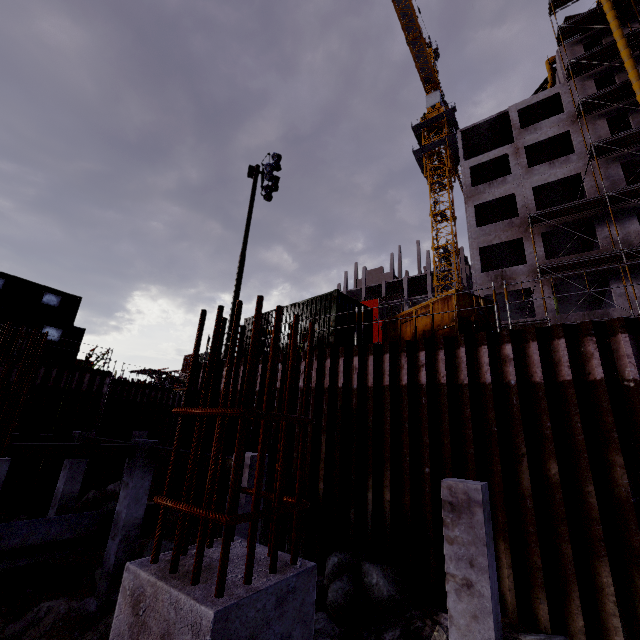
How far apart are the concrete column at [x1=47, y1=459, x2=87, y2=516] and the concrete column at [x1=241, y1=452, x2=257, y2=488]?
9.3m

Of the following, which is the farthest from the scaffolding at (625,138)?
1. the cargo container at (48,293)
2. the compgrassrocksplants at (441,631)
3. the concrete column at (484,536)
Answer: the cargo container at (48,293)

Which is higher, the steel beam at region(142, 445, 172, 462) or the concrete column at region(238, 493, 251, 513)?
the steel beam at region(142, 445, 172, 462)

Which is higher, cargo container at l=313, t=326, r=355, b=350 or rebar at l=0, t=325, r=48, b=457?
cargo container at l=313, t=326, r=355, b=350

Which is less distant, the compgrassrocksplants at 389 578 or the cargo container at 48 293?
the compgrassrocksplants at 389 578

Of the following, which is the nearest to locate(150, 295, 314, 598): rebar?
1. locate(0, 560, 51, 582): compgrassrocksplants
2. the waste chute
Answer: locate(0, 560, 51, 582): compgrassrocksplants

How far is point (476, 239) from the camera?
25.1m

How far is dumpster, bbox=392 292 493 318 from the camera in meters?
9.4 m
